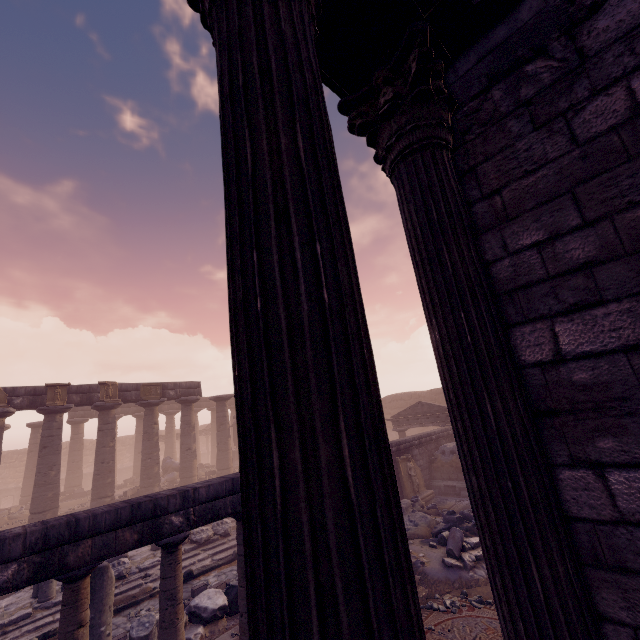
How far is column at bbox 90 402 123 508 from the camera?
16.6 meters

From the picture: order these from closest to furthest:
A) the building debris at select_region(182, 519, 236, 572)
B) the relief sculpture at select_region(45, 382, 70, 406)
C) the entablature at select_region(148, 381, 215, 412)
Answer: the building debris at select_region(182, 519, 236, 572) → the relief sculpture at select_region(45, 382, 70, 406) → the entablature at select_region(148, 381, 215, 412)

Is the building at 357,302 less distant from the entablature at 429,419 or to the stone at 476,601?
the stone at 476,601

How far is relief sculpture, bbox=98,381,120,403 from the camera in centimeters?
1775cm

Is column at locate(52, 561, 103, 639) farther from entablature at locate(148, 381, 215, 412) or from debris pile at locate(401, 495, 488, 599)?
entablature at locate(148, 381, 215, 412)

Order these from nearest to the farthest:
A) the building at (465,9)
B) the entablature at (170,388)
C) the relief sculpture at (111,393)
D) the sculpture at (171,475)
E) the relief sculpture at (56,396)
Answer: the building at (465,9) < the relief sculpture at (56,396) < the relief sculpture at (111,393) < the entablature at (170,388) < the sculpture at (171,475)

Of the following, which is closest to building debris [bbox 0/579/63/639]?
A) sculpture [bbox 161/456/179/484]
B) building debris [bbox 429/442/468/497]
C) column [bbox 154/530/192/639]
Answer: building debris [bbox 429/442/468/497]

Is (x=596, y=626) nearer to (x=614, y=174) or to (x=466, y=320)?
(x=466, y=320)
